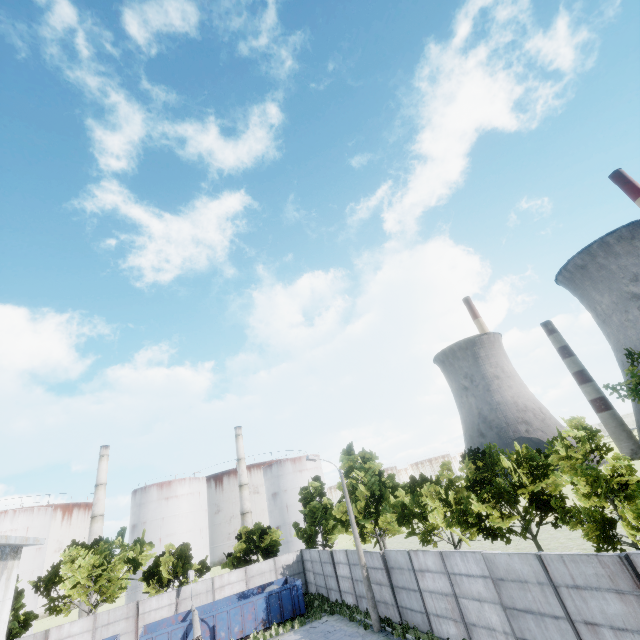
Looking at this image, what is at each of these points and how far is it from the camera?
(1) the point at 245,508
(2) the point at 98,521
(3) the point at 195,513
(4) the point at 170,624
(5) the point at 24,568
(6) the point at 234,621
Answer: (1) chimney, 59.9 meters
(2) chimney, 52.6 meters
(3) storage tank, 57.5 meters
(4) garbage container, 25.5 meters
(5) storage tank, 47.8 meters
(6) garbage container, 23.8 meters

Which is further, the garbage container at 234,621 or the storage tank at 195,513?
the storage tank at 195,513

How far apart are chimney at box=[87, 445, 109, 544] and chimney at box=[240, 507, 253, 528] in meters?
21.6

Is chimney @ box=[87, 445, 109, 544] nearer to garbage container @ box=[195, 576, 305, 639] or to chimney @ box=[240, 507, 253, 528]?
Result: chimney @ box=[240, 507, 253, 528]

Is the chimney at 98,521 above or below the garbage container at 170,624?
above

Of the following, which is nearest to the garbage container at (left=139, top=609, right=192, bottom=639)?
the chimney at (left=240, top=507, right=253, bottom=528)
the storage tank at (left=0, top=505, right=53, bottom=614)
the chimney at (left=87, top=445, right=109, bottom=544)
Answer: the chimney at (left=240, top=507, right=253, bottom=528)

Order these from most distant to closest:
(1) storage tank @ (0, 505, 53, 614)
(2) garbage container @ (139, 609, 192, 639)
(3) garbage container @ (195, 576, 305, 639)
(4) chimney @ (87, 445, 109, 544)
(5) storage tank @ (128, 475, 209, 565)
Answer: (5) storage tank @ (128, 475, 209, 565)
(4) chimney @ (87, 445, 109, 544)
(1) storage tank @ (0, 505, 53, 614)
(3) garbage container @ (195, 576, 305, 639)
(2) garbage container @ (139, 609, 192, 639)

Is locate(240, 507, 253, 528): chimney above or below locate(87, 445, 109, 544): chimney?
below
